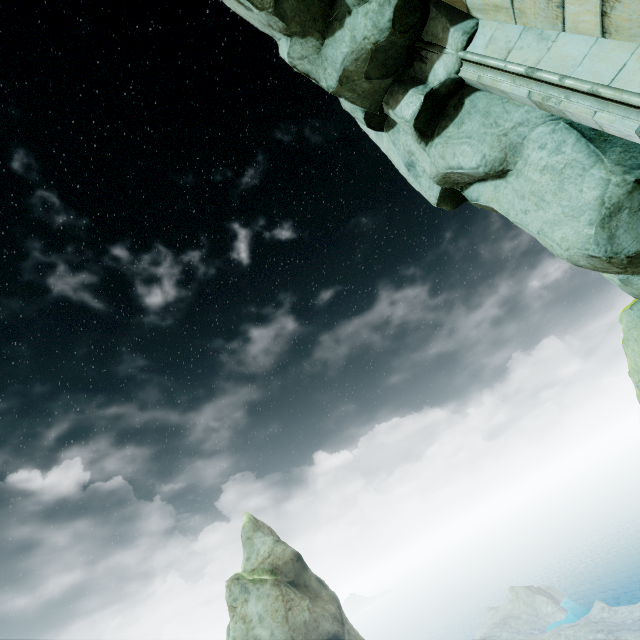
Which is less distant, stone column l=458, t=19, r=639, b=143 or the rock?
stone column l=458, t=19, r=639, b=143

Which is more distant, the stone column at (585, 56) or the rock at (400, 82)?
the rock at (400, 82)

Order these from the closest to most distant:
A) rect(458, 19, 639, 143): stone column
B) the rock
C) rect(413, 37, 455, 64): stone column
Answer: rect(458, 19, 639, 143): stone column < the rock < rect(413, 37, 455, 64): stone column

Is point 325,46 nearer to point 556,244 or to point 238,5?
point 238,5

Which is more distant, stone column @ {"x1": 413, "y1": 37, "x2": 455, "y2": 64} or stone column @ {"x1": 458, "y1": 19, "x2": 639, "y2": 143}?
stone column @ {"x1": 413, "y1": 37, "x2": 455, "y2": 64}

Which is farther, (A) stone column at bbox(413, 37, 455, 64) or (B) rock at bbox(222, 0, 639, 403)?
(A) stone column at bbox(413, 37, 455, 64)

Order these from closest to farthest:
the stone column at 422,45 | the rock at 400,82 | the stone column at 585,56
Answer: the stone column at 585,56 < the rock at 400,82 < the stone column at 422,45

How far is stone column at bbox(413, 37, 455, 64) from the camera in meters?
5.1
